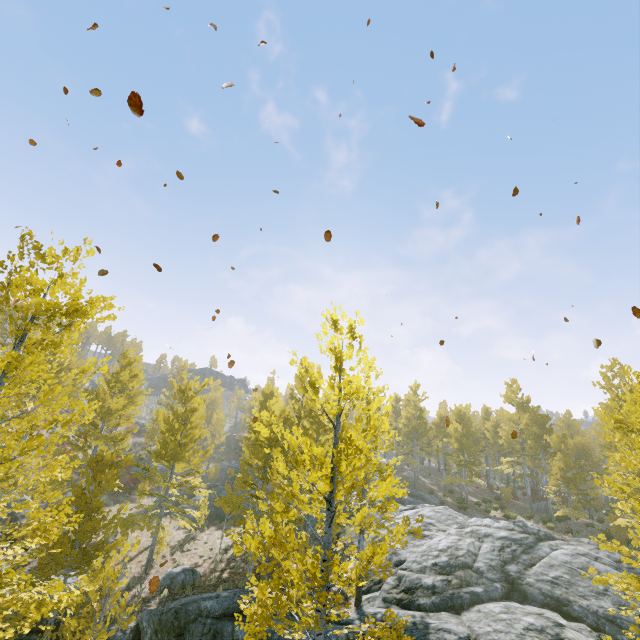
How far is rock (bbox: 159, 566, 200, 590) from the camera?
14.06m

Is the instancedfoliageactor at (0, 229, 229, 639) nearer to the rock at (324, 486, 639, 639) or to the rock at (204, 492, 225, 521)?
the rock at (324, 486, 639, 639)

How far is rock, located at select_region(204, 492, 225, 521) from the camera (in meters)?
24.57

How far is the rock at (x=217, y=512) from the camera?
24.57m

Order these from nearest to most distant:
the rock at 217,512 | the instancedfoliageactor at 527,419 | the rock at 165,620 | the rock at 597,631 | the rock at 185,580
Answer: the instancedfoliageactor at 527,419
the rock at 165,620
the rock at 597,631
the rock at 185,580
the rock at 217,512

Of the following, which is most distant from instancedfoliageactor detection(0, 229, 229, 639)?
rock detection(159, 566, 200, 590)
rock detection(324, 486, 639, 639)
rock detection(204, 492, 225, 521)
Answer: rock detection(204, 492, 225, 521)

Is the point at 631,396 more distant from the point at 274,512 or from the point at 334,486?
the point at 274,512
